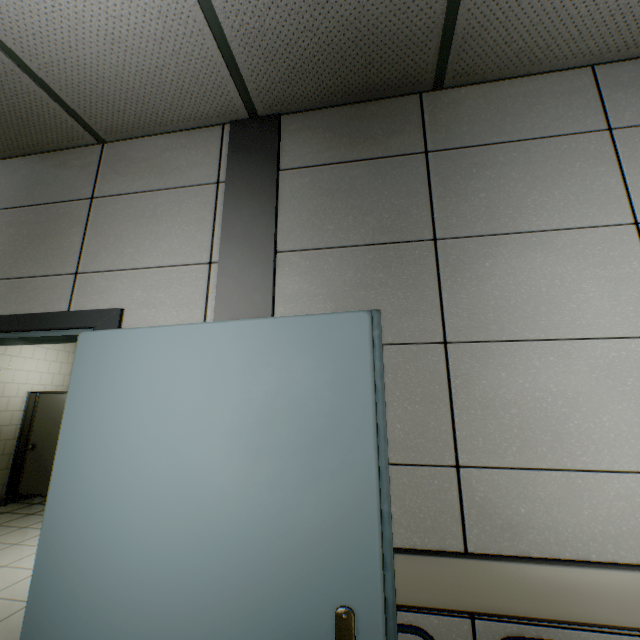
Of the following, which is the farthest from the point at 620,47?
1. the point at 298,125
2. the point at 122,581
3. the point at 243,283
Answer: the point at 122,581
